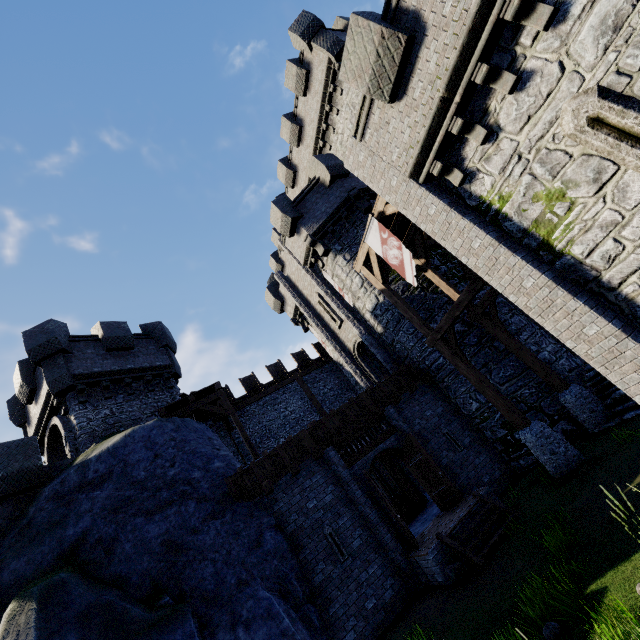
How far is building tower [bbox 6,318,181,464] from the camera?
14.17m

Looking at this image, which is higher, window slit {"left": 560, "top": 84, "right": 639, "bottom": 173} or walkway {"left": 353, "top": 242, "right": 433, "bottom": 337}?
walkway {"left": 353, "top": 242, "right": 433, "bottom": 337}

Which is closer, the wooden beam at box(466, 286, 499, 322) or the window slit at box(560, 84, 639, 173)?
the window slit at box(560, 84, 639, 173)

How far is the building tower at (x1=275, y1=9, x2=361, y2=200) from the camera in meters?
17.4

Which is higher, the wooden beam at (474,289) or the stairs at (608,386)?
the wooden beam at (474,289)

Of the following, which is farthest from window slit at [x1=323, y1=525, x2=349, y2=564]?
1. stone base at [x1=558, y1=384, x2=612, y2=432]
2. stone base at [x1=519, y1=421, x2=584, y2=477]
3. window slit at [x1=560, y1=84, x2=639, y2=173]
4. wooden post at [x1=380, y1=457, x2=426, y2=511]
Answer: window slit at [x1=560, y1=84, x2=639, y2=173]

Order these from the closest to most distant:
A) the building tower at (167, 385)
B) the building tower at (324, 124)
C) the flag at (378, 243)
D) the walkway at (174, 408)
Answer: the flag at (378, 243) → the building tower at (167, 385) → the walkway at (174, 408) → the building tower at (324, 124)

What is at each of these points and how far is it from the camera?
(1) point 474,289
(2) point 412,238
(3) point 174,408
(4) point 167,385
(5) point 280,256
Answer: (1) wooden beam, 9.48m
(2) walkway, 14.09m
(3) walkway, 15.38m
(4) building tower, 17.45m
(5) building tower, 30.02m
